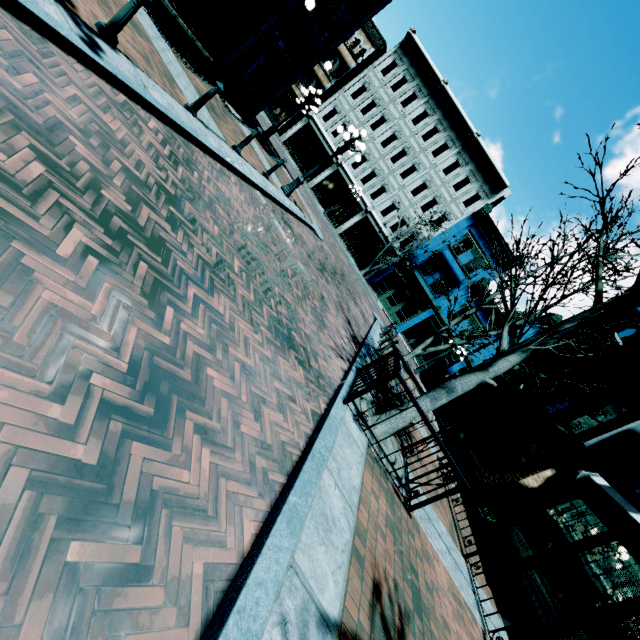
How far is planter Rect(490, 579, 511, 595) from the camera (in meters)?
7.11

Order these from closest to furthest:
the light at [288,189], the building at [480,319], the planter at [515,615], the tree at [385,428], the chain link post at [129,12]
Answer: the chain link post at [129,12], the tree at [385,428], the planter at [515,615], the light at [288,189], the building at [480,319]

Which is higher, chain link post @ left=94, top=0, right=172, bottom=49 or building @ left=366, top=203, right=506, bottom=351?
building @ left=366, top=203, right=506, bottom=351

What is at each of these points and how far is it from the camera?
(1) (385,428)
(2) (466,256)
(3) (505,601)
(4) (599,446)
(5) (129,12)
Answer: (1) tree, 5.82m
(2) building, 26.89m
(3) planter, 6.91m
(4) banner, 9.08m
(5) chain link post, 4.51m

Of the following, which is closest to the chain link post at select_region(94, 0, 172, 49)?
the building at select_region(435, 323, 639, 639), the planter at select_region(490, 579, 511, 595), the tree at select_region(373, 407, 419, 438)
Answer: the tree at select_region(373, 407, 419, 438)

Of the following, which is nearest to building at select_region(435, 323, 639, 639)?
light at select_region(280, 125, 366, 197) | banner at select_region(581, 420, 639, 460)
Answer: banner at select_region(581, 420, 639, 460)

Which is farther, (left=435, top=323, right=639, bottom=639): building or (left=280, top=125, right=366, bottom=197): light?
(left=280, top=125, right=366, bottom=197): light

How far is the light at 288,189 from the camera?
11.25m
